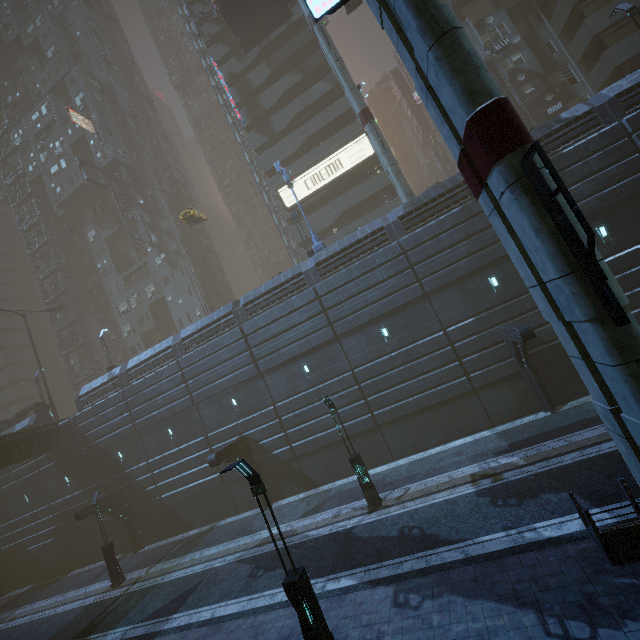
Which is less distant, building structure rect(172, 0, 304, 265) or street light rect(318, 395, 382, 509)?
street light rect(318, 395, 382, 509)

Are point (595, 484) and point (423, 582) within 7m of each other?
yes

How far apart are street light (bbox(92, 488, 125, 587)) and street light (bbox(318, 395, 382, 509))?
16.7 meters

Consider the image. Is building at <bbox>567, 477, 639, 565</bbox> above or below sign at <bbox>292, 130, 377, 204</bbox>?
below

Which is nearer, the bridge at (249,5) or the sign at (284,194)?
the bridge at (249,5)

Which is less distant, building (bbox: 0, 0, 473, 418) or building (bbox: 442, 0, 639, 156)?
building (bbox: 442, 0, 639, 156)

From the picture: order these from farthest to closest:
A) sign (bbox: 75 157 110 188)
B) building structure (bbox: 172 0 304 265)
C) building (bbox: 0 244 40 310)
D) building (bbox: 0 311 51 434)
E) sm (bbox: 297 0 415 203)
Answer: building (bbox: 0 244 40 310) < sign (bbox: 75 157 110 188) < building structure (bbox: 172 0 304 265) < building (bbox: 0 311 51 434) < sm (bbox: 297 0 415 203)

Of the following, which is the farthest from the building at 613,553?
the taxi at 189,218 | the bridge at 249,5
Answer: the taxi at 189,218
